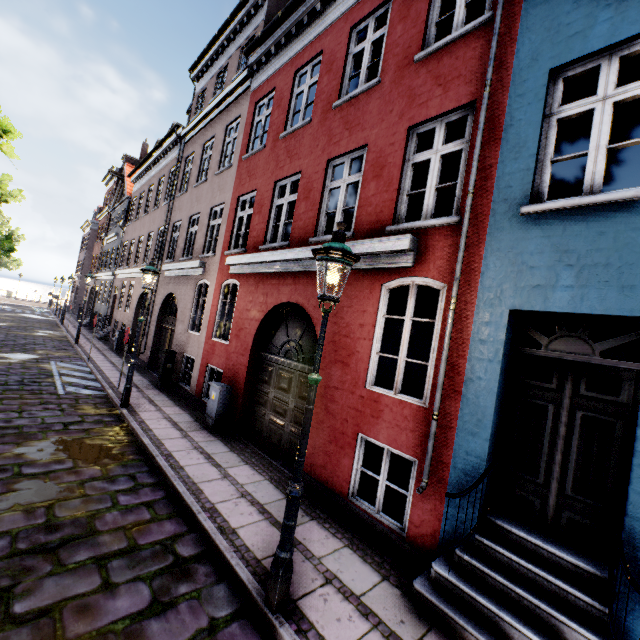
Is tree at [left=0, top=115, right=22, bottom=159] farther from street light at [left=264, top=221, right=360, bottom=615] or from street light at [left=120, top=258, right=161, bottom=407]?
street light at [left=120, top=258, right=161, bottom=407]

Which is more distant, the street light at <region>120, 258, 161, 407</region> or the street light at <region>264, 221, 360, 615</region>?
the street light at <region>120, 258, 161, 407</region>

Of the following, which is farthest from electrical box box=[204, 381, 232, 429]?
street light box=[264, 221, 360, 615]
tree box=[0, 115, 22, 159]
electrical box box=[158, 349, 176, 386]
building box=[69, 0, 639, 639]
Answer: tree box=[0, 115, 22, 159]

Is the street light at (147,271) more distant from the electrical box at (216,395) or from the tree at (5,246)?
the tree at (5,246)

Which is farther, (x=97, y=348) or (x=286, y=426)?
(x=97, y=348)

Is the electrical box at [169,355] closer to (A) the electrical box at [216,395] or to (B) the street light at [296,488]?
(A) the electrical box at [216,395]

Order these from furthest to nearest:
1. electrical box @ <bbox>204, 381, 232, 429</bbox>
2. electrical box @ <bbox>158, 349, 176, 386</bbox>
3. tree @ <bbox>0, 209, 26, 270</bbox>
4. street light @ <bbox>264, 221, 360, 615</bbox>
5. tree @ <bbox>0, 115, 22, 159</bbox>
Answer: tree @ <bbox>0, 209, 26, 270</bbox>, electrical box @ <bbox>158, 349, 176, 386</bbox>, tree @ <bbox>0, 115, 22, 159</bbox>, electrical box @ <bbox>204, 381, 232, 429</bbox>, street light @ <bbox>264, 221, 360, 615</bbox>
